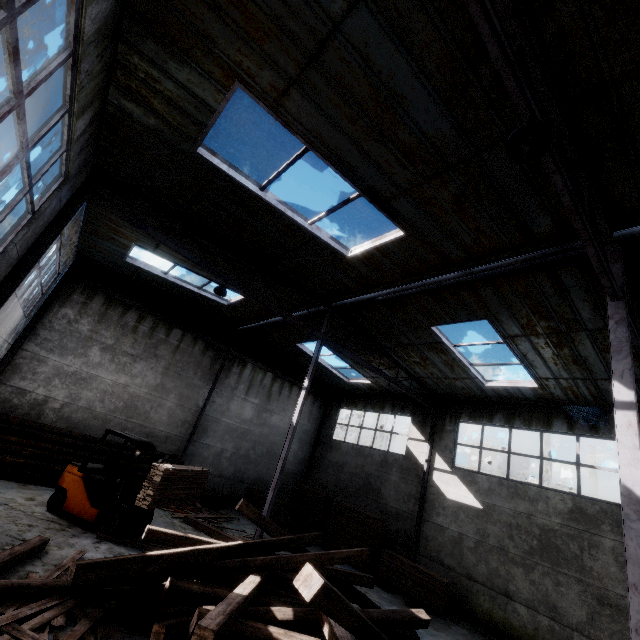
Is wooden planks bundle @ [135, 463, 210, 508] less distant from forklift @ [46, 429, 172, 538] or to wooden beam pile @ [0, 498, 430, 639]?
forklift @ [46, 429, 172, 538]

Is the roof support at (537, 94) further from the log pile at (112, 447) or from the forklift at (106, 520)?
the log pile at (112, 447)

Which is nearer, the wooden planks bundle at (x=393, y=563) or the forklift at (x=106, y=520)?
the forklift at (x=106, y=520)

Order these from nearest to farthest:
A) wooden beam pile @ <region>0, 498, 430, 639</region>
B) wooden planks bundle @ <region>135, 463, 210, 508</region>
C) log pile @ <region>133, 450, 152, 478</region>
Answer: wooden beam pile @ <region>0, 498, 430, 639</region>, wooden planks bundle @ <region>135, 463, 210, 508</region>, log pile @ <region>133, 450, 152, 478</region>

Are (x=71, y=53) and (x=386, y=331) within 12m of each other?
yes

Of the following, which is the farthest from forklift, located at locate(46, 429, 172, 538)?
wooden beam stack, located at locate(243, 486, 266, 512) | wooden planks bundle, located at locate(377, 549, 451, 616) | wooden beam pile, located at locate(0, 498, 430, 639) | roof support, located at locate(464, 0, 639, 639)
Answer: roof support, located at locate(464, 0, 639, 639)

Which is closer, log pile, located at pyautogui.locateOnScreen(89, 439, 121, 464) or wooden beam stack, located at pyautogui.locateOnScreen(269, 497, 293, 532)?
log pile, located at pyautogui.locateOnScreen(89, 439, 121, 464)

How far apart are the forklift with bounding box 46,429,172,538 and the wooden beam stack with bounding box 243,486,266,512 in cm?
641
